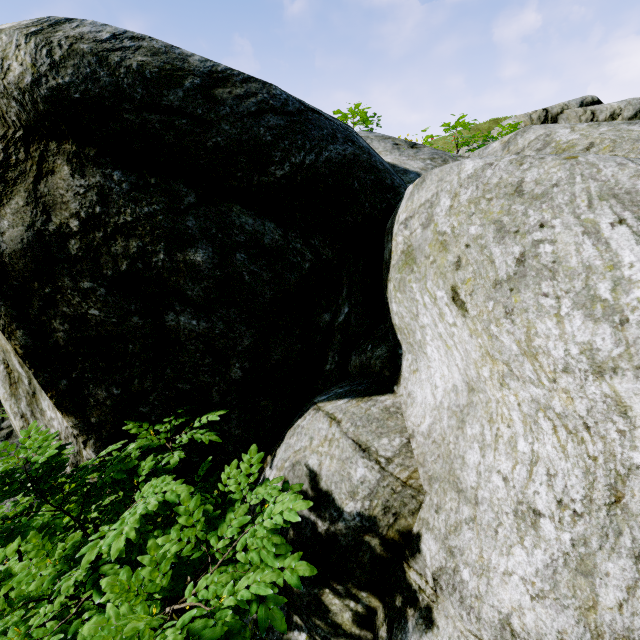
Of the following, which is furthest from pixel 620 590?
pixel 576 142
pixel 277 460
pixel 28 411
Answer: pixel 28 411
